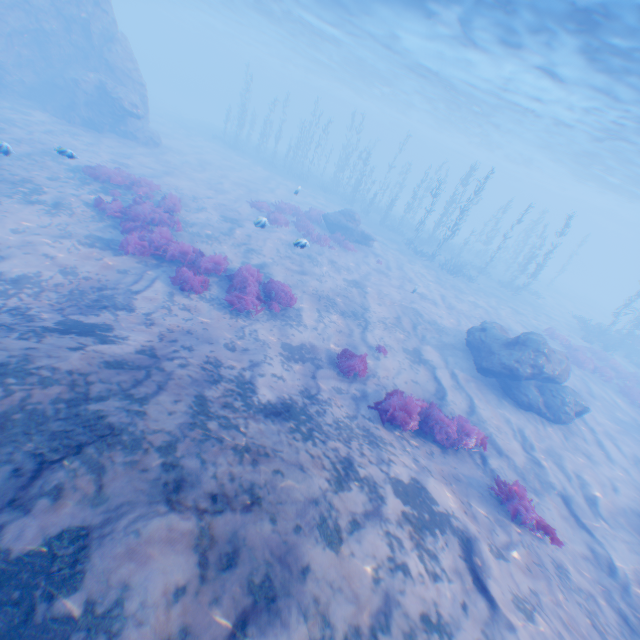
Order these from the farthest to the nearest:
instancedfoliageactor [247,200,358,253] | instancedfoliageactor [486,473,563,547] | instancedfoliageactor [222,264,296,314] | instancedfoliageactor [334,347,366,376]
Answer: instancedfoliageactor [247,200,358,253] → instancedfoliageactor [222,264,296,314] → instancedfoliageactor [334,347,366,376] → instancedfoliageactor [486,473,563,547]

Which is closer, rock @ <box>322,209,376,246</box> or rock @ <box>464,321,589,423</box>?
rock @ <box>464,321,589,423</box>

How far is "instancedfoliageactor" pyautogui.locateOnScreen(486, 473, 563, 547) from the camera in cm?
694

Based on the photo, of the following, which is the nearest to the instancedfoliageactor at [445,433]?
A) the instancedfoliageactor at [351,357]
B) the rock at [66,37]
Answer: the instancedfoliageactor at [351,357]

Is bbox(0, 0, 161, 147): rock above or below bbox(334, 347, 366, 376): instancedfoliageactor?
above

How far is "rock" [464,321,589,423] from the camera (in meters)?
12.33

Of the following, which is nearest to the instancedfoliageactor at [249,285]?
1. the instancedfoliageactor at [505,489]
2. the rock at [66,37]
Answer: the rock at [66,37]

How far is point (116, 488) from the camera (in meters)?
3.48
